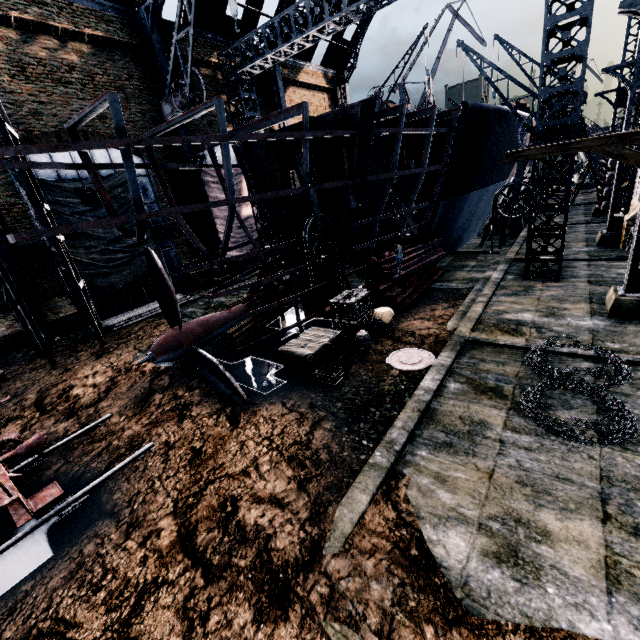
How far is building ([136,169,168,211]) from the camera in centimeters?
2309cm

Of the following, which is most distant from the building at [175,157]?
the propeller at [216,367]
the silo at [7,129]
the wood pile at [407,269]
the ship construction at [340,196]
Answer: the propeller at [216,367]

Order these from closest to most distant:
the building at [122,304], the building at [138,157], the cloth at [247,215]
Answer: the building at [122,304] → the building at [138,157] → the cloth at [247,215]

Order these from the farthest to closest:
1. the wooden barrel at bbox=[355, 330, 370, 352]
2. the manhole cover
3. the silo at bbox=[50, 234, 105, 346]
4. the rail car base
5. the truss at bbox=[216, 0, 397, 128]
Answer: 1. the truss at bbox=[216, 0, 397, 128]
2. the silo at bbox=[50, 234, 105, 346]
3. the wooden barrel at bbox=[355, 330, 370, 352]
4. the manhole cover
5. the rail car base

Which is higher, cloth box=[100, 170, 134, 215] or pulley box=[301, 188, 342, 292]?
cloth box=[100, 170, 134, 215]

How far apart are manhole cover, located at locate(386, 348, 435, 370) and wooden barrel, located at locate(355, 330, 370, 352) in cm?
86

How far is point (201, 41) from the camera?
24.9m
